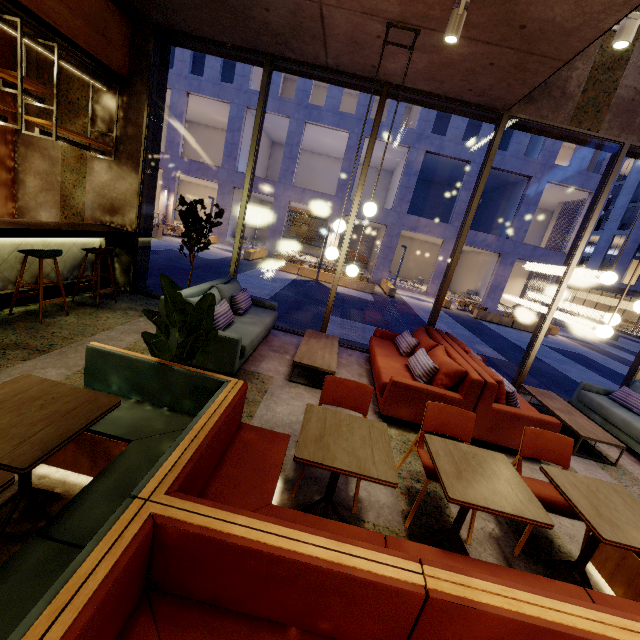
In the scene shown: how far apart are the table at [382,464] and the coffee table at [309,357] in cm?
189

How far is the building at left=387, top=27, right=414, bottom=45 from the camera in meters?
3.9 m

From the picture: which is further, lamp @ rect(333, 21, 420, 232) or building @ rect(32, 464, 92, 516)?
lamp @ rect(333, 21, 420, 232)

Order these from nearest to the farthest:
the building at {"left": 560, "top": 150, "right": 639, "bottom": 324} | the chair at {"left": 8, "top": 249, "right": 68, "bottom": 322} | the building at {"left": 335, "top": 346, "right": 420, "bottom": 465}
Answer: the building at {"left": 335, "top": 346, "right": 420, "bottom": 465} < the chair at {"left": 8, "top": 249, "right": 68, "bottom": 322} < the building at {"left": 560, "top": 150, "right": 639, "bottom": 324}

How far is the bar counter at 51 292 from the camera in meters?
5.1

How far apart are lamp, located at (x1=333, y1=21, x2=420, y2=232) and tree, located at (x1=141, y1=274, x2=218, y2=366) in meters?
2.2

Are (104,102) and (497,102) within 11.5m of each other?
yes

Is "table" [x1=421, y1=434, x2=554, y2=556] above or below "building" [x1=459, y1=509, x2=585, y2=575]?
above
